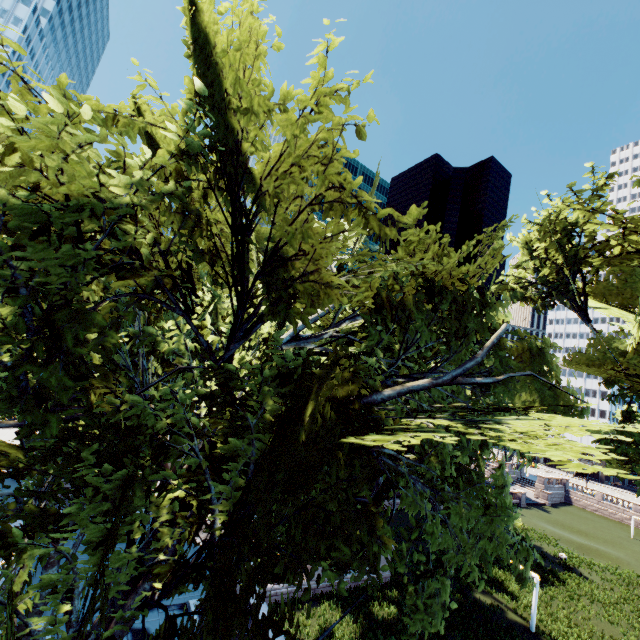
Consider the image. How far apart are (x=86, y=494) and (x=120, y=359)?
2.1 meters
